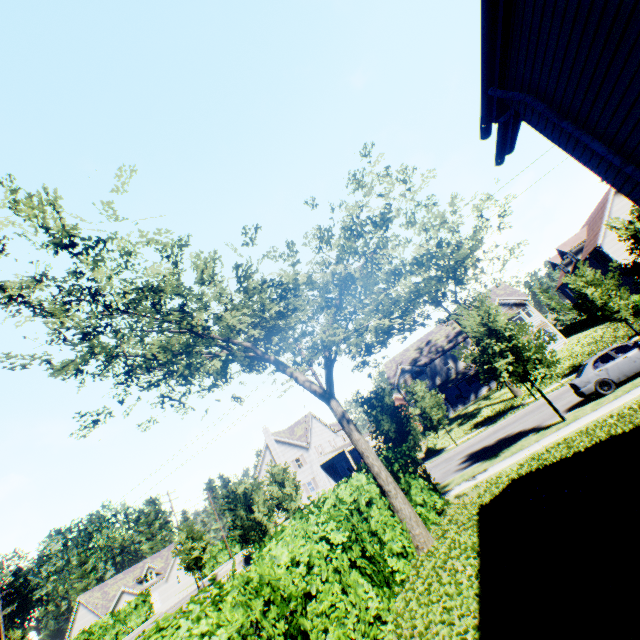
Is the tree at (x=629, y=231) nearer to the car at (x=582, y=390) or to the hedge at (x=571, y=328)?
the car at (x=582, y=390)

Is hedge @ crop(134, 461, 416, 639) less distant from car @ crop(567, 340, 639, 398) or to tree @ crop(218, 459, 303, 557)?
tree @ crop(218, 459, 303, 557)

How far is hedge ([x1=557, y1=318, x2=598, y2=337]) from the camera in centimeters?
4127cm

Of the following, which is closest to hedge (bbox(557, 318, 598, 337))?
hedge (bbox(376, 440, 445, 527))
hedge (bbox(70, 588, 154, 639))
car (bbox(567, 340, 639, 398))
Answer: car (bbox(567, 340, 639, 398))

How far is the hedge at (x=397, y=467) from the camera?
11.29m

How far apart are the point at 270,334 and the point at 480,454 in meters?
14.6 m

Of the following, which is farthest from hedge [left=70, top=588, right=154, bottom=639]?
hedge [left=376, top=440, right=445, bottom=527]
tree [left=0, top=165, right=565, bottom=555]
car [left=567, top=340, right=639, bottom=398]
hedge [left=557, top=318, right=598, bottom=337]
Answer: hedge [left=557, top=318, right=598, bottom=337]
